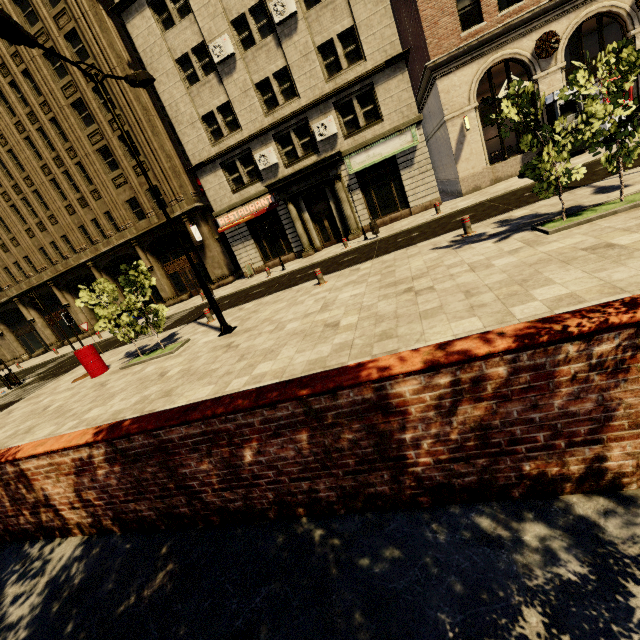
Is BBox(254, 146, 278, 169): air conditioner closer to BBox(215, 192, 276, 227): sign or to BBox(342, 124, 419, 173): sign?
BBox(215, 192, 276, 227): sign

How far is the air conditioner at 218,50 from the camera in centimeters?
1780cm

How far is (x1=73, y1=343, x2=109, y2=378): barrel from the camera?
11.54m

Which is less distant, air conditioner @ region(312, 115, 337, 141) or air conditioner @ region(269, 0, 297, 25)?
air conditioner @ region(269, 0, 297, 25)

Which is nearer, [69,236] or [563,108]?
[563,108]

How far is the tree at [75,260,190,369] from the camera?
10.5 meters

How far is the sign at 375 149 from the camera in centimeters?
1798cm

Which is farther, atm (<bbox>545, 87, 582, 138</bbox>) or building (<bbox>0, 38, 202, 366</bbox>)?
building (<bbox>0, 38, 202, 366</bbox>)
